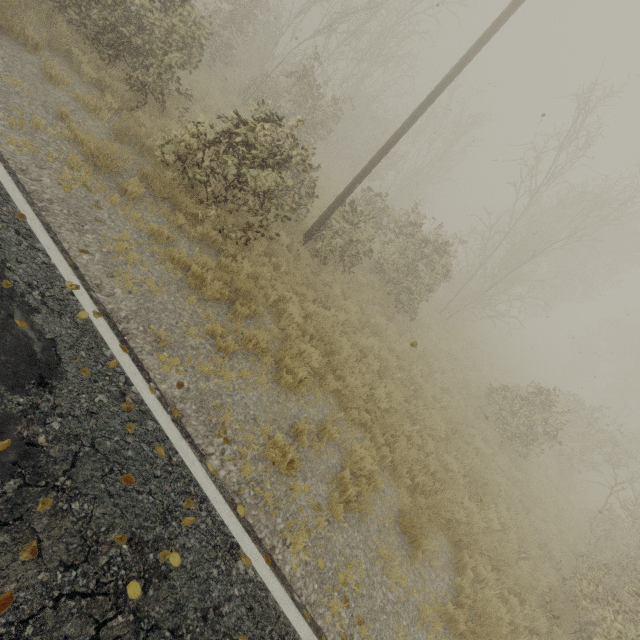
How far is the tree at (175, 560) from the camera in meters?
3.3

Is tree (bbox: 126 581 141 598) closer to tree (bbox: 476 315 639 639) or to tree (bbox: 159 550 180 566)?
tree (bbox: 159 550 180 566)

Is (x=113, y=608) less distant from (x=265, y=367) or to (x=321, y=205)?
(x=265, y=367)

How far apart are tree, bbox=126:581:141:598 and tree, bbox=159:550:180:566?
0.3 meters

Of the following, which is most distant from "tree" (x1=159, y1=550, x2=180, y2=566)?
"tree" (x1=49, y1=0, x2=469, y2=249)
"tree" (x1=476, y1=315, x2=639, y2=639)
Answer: "tree" (x1=49, y1=0, x2=469, y2=249)

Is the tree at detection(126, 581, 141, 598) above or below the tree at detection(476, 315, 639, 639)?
below

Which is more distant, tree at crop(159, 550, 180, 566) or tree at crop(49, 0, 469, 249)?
tree at crop(49, 0, 469, 249)

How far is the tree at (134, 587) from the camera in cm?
294
